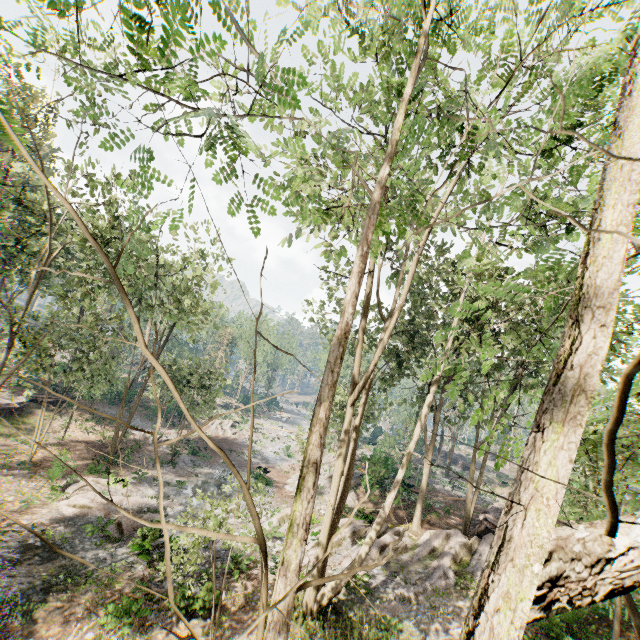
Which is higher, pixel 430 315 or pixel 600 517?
pixel 430 315

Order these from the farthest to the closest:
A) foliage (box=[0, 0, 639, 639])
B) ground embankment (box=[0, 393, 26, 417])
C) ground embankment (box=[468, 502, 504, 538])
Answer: ground embankment (box=[0, 393, 26, 417]), ground embankment (box=[468, 502, 504, 538]), foliage (box=[0, 0, 639, 639])

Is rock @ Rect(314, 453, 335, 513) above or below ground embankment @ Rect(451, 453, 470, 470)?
below

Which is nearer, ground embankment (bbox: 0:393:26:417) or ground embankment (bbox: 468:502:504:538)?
ground embankment (bbox: 468:502:504:538)

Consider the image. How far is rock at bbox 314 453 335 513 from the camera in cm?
2511

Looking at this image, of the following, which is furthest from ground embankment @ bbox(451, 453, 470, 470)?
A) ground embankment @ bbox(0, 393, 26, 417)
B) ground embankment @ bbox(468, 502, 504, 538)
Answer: ground embankment @ bbox(0, 393, 26, 417)

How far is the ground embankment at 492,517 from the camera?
20.9 meters

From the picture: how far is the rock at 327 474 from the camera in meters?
25.1 m
